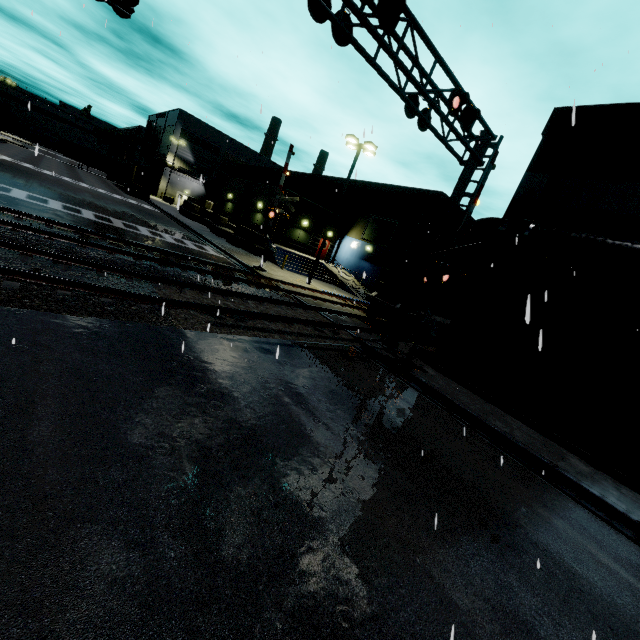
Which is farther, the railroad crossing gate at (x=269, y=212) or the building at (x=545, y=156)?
the railroad crossing gate at (x=269, y=212)

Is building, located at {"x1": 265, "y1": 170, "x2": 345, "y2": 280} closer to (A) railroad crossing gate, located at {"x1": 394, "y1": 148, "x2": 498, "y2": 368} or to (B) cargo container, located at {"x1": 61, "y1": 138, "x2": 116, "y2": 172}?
(B) cargo container, located at {"x1": 61, "y1": 138, "x2": 116, "y2": 172}

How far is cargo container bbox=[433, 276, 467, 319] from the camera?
17.19m

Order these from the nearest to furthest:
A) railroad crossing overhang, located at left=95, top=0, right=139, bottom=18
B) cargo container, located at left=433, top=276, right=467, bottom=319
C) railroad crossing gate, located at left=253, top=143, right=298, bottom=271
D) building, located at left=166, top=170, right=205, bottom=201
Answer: railroad crossing overhang, located at left=95, top=0, right=139, bottom=18
cargo container, located at left=433, top=276, right=467, bottom=319
railroad crossing gate, located at left=253, top=143, right=298, bottom=271
building, located at left=166, top=170, right=205, bottom=201

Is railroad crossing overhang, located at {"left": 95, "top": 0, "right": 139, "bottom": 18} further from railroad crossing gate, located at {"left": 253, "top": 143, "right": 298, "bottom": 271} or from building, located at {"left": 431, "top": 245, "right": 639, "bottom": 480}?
railroad crossing gate, located at {"left": 253, "top": 143, "right": 298, "bottom": 271}

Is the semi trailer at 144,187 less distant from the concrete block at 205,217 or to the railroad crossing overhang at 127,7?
the concrete block at 205,217

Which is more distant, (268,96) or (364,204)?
(364,204)

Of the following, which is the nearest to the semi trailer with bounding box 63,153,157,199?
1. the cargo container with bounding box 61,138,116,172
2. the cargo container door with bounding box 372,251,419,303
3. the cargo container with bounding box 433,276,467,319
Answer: the cargo container with bounding box 61,138,116,172
